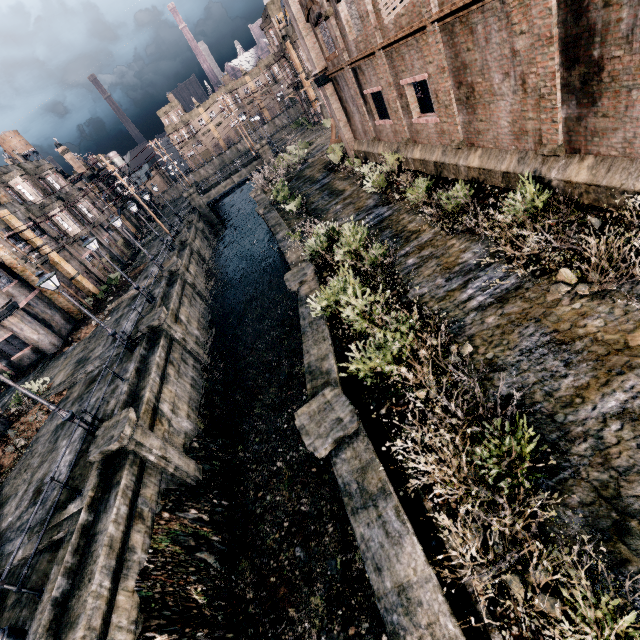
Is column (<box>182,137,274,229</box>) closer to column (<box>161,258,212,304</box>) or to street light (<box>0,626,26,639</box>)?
column (<box>161,258,212,304</box>)

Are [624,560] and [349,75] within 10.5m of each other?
no

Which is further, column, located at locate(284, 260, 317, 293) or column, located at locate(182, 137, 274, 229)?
column, located at locate(182, 137, 274, 229)

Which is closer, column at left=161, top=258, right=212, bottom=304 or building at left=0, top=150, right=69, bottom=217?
column at left=161, top=258, right=212, bottom=304

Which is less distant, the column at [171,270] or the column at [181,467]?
the column at [181,467]

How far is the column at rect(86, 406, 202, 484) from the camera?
11.8m

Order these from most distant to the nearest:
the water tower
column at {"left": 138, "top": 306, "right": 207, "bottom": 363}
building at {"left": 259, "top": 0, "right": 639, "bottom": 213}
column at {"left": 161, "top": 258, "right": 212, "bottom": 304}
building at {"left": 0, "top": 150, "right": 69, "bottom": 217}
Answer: the water tower, building at {"left": 0, "top": 150, "right": 69, "bottom": 217}, column at {"left": 161, "top": 258, "right": 212, "bottom": 304}, column at {"left": 138, "top": 306, "right": 207, "bottom": 363}, building at {"left": 259, "top": 0, "right": 639, "bottom": 213}

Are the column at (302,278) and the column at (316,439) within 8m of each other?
yes
